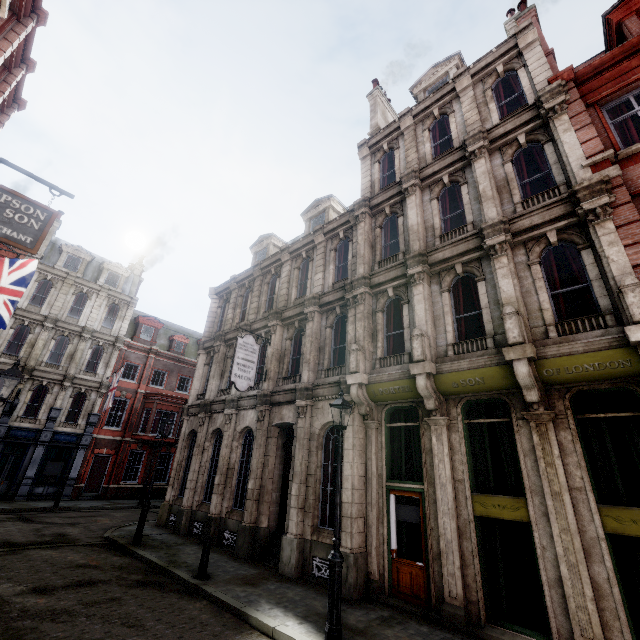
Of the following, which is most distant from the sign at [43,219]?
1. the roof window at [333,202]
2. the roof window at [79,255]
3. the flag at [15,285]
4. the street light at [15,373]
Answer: the roof window at [79,255]

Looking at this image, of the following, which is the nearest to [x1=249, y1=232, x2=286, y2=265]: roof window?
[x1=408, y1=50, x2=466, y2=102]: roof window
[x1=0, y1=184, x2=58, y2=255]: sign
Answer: [x1=408, y1=50, x2=466, y2=102]: roof window

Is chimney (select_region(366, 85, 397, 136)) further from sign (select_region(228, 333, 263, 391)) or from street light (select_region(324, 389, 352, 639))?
street light (select_region(324, 389, 352, 639))

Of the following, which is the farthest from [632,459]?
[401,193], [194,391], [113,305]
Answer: [113,305]

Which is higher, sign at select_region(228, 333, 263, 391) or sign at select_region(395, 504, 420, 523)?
sign at select_region(228, 333, 263, 391)

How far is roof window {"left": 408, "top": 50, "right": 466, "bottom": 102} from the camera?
14.83m

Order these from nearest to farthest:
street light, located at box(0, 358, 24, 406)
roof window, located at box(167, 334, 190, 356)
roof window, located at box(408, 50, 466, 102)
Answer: street light, located at box(0, 358, 24, 406), roof window, located at box(408, 50, 466, 102), roof window, located at box(167, 334, 190, 356)

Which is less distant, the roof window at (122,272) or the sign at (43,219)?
the sign at (43,219)
